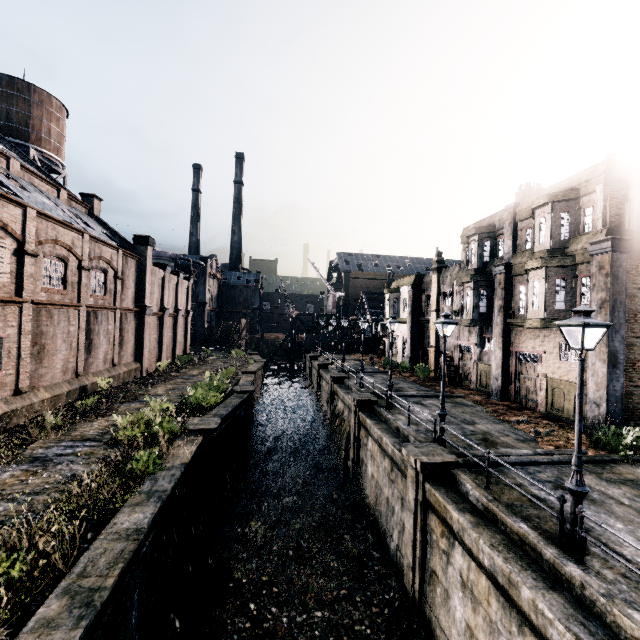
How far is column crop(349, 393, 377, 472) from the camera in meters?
20.3 m

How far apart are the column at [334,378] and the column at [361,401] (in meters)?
6.99

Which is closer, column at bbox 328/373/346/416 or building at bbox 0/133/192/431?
building at bbox 0/133/192/431

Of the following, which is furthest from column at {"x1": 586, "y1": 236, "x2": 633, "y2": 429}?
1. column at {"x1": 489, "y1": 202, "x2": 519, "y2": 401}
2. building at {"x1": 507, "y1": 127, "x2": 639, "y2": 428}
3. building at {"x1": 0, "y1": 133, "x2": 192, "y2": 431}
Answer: building at {"x1": 0, "y1": 133, "x2": 192, "y2": 431}

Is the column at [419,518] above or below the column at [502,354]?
below

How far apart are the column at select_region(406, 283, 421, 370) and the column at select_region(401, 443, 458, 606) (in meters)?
22.68

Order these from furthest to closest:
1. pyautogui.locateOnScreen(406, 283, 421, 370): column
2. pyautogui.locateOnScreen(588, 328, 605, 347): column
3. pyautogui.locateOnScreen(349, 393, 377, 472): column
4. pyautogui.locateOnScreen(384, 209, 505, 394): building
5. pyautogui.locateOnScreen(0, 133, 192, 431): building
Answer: pyautogui.locateOnScreen(406, 283, 421, 370): column
pyautogui.locateOnScreen(384, 209, 505, 394): building
pyautogui.locateOnScreen(349, 393, 377, 472): column
pyautogui.locateOnScreen(588, 328, 605, 347): column
pyautogui.locateOnScreen(0, 133, 192, 431): building

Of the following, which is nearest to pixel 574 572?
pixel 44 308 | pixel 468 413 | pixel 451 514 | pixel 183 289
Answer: pixel 451 514
